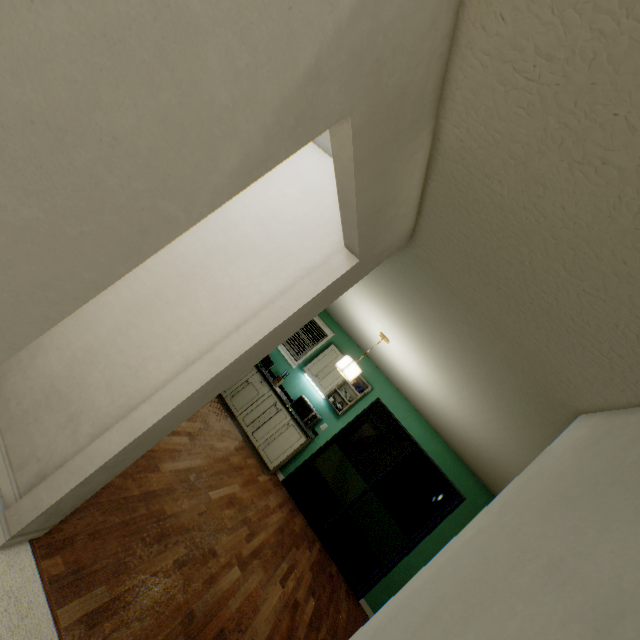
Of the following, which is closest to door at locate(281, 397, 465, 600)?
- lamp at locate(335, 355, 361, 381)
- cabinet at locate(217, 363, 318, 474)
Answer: cabinet at locate(217, 363, 318, 474)

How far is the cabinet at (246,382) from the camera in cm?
502

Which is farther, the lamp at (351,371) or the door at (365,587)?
the door at (365,587)

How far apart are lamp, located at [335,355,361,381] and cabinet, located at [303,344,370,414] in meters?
1.6

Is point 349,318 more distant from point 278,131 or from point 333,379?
point 278,131

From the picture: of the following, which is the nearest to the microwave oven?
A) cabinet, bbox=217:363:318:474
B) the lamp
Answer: cabinet, bbox=217:363:318:474

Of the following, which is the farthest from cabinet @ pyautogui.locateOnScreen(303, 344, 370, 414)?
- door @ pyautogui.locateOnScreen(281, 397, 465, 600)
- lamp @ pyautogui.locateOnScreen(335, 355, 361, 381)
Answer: lamp @ pyautogui.locateOnScreen(335, 355, 361, 381)
